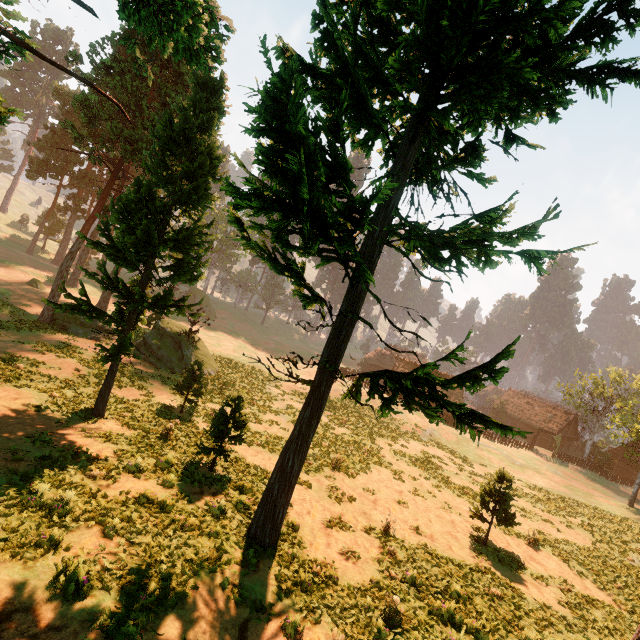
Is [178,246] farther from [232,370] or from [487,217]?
[232,370]

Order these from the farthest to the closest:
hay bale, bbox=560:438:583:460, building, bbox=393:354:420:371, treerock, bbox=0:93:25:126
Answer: building, bbox=393:354:420:371, hay bale, bbox=560:438:583:460, treerock, bbox=0:93:25:126

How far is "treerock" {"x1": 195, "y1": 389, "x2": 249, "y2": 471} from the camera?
12.96m

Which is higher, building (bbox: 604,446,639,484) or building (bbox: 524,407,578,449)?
building (bbox: 524,407,578,449)

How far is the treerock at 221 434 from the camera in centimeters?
1296cm

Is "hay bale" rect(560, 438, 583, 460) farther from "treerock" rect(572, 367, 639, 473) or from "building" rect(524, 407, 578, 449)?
"treerock" rect(572, 367, 639, 473)

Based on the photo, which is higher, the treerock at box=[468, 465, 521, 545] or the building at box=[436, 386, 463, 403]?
the treerock at box=[468, 465, 521, 545]

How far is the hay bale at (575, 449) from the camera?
53.06m
